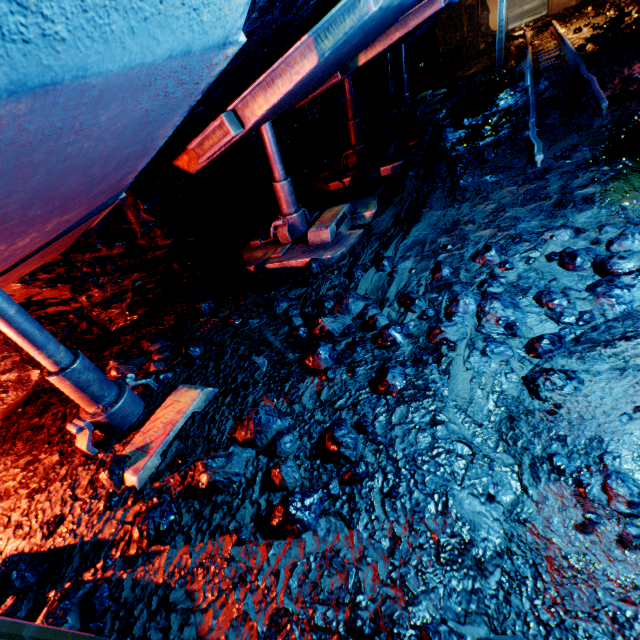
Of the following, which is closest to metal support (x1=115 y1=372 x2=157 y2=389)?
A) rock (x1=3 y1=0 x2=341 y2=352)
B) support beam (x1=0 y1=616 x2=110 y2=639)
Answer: rock (x1=3 y1=0 x2=341 y2=352)

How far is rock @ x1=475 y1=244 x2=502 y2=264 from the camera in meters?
2.9 m

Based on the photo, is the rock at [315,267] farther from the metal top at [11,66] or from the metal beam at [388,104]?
the metal beam at [388,104]

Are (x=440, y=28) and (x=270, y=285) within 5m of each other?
no

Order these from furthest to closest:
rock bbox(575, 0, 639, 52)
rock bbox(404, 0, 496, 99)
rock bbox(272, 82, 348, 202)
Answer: A:
1. rock bbox(404, 0, 496, 99)
2. rock bbox(272, 82, 348, 202)
3. rock bbox(575, 0, 639, 52)

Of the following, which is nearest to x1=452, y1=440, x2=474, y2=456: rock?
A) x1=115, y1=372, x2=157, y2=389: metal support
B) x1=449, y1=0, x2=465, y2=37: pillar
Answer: x1=449, y1=0, x2=465, y2=37: pillar

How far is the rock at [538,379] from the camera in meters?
1.8 m
